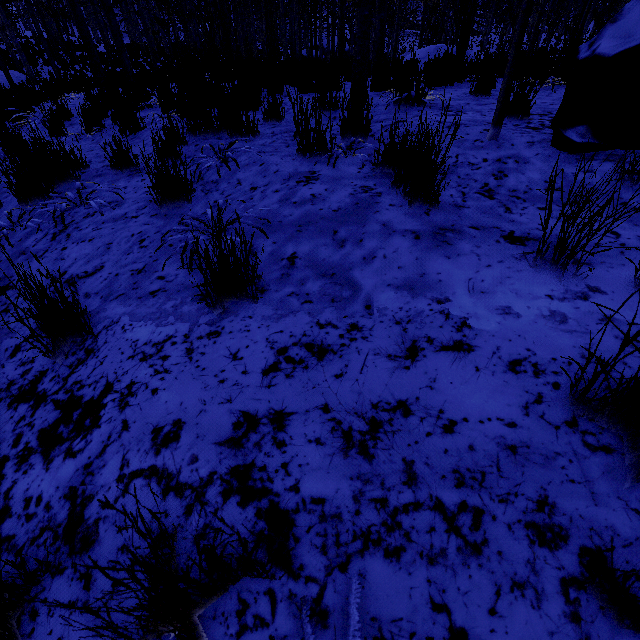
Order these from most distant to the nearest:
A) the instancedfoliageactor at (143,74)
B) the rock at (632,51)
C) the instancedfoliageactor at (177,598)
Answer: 1. the instancedfoliageactor at (143,74)
2. the rock at (632,51)
3. the instancedfoliageactor at (177,598)

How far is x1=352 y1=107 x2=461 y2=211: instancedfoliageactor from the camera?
1.7m

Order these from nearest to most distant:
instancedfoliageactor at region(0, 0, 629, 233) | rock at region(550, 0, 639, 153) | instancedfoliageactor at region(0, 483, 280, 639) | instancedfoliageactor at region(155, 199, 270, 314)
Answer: instancedfoliageactor at region(0, 483, 280, 639)
instancedfoliageactor at region(155, 199, 270, 314)
rock at region(550, 0, 639, 153)
instancedfoliageactor at region(0, 0, 629, 233)

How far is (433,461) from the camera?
0.9m

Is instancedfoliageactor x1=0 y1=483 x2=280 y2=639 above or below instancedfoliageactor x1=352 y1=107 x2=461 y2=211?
below

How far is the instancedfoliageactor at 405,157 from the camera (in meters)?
1.69

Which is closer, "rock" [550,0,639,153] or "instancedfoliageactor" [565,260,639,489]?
"instancedfoliageactor" [565,260,639,489]
